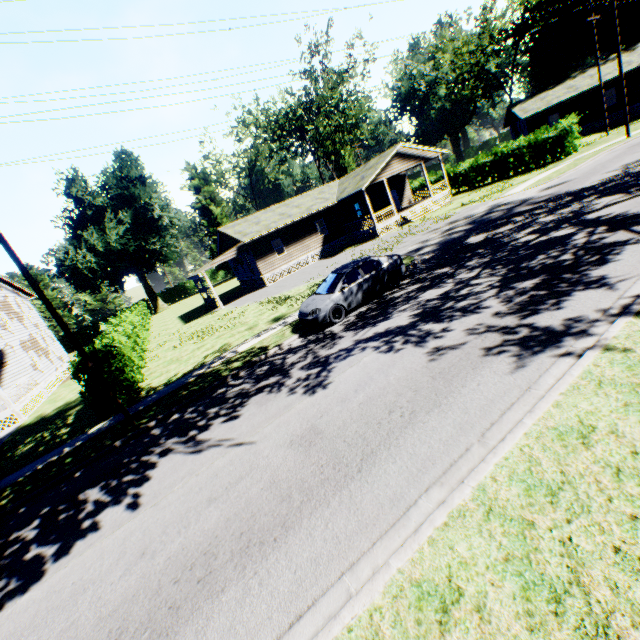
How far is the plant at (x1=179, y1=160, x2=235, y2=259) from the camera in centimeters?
5431cm

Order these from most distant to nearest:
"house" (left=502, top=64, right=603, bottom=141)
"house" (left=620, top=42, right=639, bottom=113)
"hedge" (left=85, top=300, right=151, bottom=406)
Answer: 1. "house" (left=502, top=64, right=603, bottom=141)
2. "house" (left=620, top=42, right=639, bottom=113)
3. "hedge" (left=85, top=300, right=151, bottom=406)

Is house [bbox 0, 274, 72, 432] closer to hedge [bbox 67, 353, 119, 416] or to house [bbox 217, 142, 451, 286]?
hedge [bbox 67, 353, 119, 416]

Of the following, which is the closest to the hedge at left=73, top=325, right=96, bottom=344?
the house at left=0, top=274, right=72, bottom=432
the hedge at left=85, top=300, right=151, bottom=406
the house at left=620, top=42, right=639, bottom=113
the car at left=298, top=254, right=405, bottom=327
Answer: the house at left=0, top=274, right=72, bottom=432

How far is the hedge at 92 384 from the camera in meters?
12.2 m

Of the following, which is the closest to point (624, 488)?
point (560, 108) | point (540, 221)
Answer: point (540, 221)

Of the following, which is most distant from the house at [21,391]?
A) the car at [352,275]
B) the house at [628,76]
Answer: the house at [628,76]

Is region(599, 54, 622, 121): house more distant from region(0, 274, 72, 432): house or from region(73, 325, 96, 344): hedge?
region(73, 325, 96, 344): hedge
